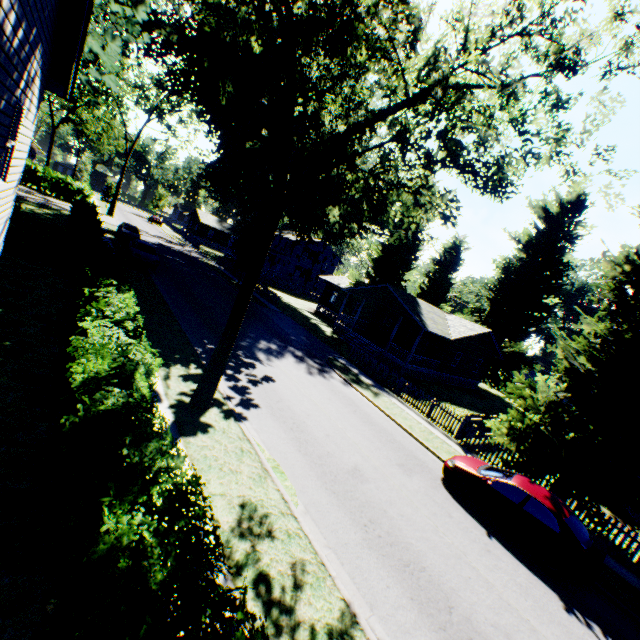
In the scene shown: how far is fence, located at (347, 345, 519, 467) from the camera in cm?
1588

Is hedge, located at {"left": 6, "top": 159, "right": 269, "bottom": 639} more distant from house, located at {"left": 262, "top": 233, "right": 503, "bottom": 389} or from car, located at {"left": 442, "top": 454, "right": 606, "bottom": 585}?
house, located at {"left": 262, "top": 233, "right": 503, "bottom": 389}

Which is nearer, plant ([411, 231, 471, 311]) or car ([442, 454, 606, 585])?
car ([442, 454, 606, 585])

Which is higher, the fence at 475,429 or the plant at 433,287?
the plant at 433,287

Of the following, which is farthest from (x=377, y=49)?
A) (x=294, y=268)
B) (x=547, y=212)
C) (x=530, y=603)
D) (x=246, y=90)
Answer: (x=294, y=268)

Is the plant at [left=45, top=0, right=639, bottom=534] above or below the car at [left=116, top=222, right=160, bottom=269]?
above

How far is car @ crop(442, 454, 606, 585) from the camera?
9.3 meters

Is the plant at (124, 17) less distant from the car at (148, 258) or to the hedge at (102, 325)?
the hedge at (102, 325)
